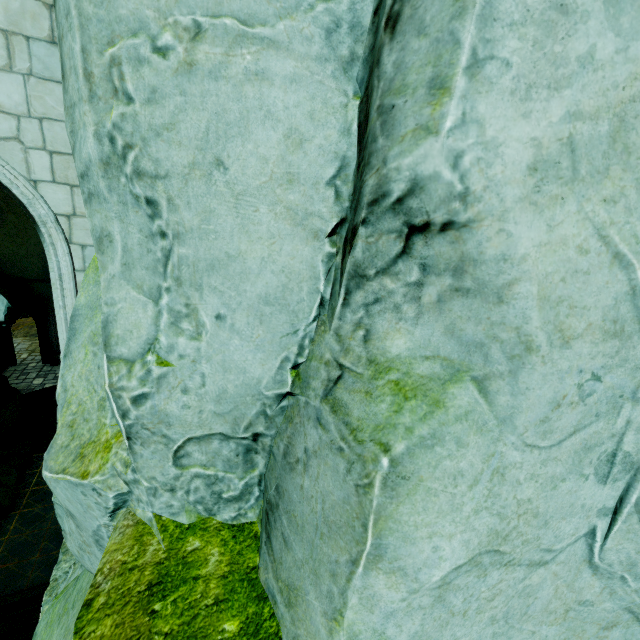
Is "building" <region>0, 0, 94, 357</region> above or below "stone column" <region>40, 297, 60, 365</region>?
above

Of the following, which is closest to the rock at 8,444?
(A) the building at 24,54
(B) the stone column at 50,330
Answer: (A) the building at 24,54

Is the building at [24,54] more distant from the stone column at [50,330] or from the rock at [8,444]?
the stone column at [50,330]

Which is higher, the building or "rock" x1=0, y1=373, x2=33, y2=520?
the building

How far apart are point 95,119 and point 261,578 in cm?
152

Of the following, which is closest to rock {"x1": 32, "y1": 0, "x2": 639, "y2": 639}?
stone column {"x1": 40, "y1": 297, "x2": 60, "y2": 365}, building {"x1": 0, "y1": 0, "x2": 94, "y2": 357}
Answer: building {"x1": 0, "y1": 0, "x2": 94, "y2": 357}

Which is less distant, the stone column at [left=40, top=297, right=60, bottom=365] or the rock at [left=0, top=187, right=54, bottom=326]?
the rock at [left=0, top=187, right=54, bottom=326]

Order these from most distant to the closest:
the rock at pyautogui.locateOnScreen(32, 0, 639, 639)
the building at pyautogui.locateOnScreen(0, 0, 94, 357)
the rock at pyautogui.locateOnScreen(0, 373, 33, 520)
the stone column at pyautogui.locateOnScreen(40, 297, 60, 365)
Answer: the stone column at pyautogui.locateOnScreen(40, 297, 60, 365) → the rock at pyautogui.locateOnScreen(0, 373, 33, 520) → the building at pyautogui.locateOnScreen(0, 0, 94, 357) → the rock at pyautogui.locateOnScreen(32, 0, 639, 639)
